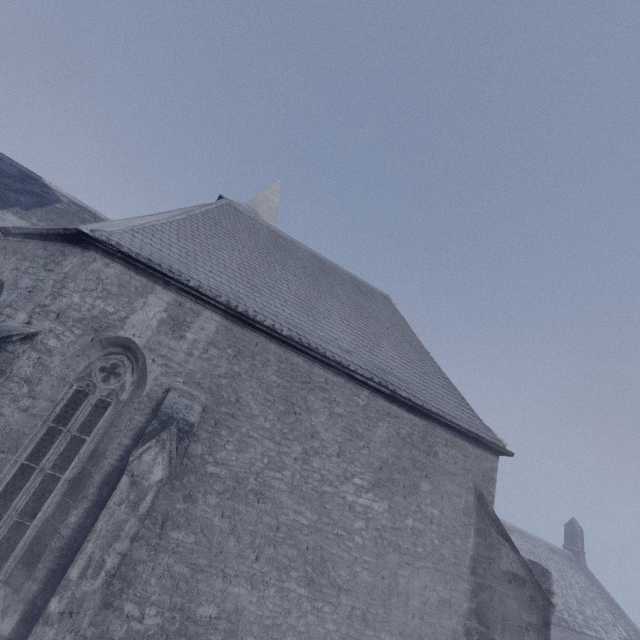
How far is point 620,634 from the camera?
30.0 meters
